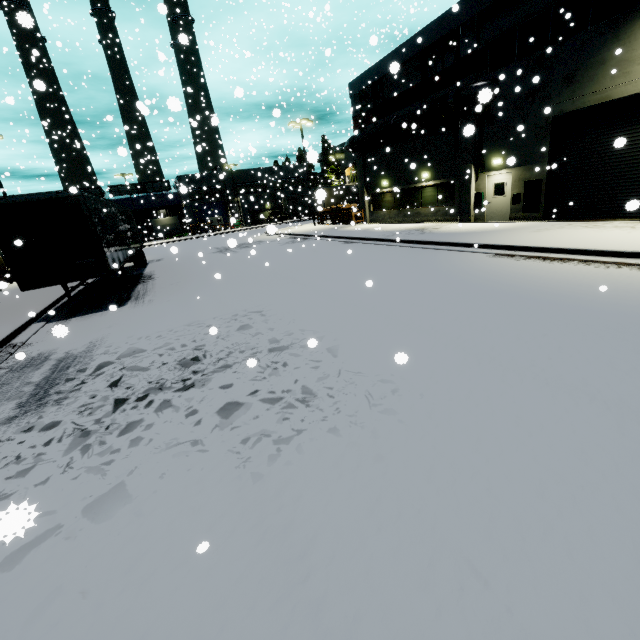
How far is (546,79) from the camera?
14.2 meters

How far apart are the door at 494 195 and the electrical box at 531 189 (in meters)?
Result: 0.82

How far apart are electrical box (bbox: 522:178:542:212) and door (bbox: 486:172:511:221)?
0.82m

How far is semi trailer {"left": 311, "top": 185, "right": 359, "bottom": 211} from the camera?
2.66m

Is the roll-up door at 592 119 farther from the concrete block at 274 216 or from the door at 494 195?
the concrete block at 274 216

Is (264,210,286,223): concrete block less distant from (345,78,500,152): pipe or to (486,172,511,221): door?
(345,78,500,152): pipe

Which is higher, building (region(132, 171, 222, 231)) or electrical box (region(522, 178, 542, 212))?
building (region(132, 171, 222, 231))

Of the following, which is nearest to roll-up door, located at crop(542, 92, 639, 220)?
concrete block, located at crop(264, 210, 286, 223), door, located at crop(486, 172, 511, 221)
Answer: door, located at crop(486, 172, 511, 221)
